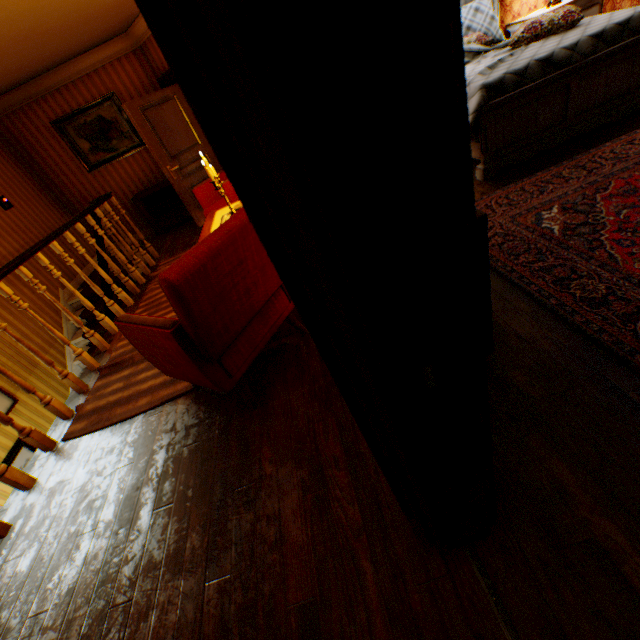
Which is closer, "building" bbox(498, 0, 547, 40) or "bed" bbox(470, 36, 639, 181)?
"bed" bbox(470, 36, 639, 181)

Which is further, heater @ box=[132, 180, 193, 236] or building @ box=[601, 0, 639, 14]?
heater @ box=[132, 180, 193, 236]

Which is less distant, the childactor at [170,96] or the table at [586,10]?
the table at [586,10]

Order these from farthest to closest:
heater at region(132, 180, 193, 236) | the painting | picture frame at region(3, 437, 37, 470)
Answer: heater at region(132, 180, 193, 236) → the painting → picture frame at region(3, 437, 37, 470)

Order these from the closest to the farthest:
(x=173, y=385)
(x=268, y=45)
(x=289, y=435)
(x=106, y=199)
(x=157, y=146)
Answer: (x=268, y=45) → (x=289, y=435) → (x=173, y=385) → (x=106, y=199) → (x=157, y=146)

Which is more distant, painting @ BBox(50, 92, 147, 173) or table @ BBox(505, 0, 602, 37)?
painting @ BBox(50, 92, 147, 173)

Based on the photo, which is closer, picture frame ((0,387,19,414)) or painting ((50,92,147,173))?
picture frame ((0,387,19,414))

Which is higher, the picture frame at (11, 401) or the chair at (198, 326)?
the chair at (198, 326)
